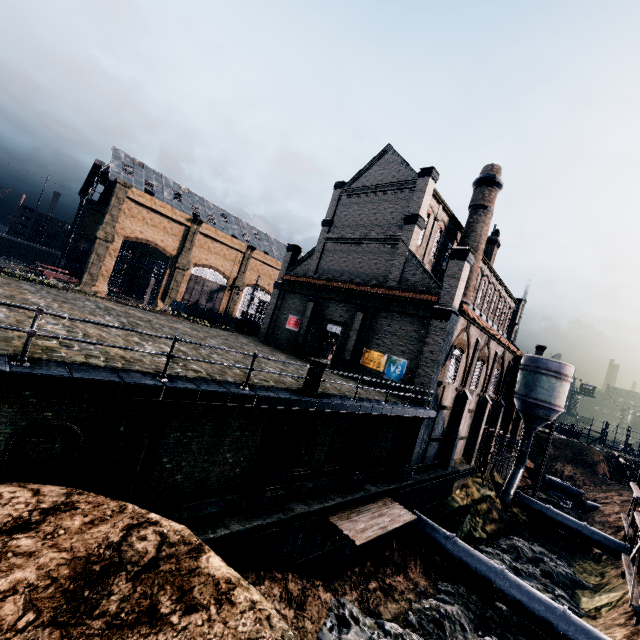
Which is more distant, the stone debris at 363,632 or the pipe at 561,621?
the pipe at 561,621

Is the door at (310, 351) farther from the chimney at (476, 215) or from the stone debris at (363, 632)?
the stone debris at (363, 632)

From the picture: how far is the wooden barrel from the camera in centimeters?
4034cm

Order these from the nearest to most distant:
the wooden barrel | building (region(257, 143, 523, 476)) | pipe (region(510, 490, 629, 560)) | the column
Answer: the column → building (region(257, 143, 523, 476)) → pipe (region(510, 490, 629, 560)) → the wooden barrel

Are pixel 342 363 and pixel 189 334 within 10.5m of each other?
no

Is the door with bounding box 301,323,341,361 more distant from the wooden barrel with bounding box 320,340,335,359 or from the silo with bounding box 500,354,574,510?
the silo with bounding box 500,354,574,510

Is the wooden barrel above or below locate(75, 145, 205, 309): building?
below

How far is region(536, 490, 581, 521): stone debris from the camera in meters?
39.6 m
